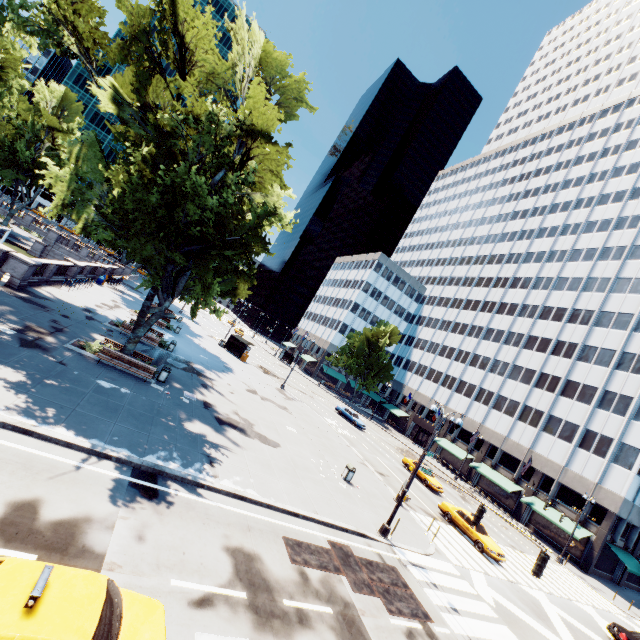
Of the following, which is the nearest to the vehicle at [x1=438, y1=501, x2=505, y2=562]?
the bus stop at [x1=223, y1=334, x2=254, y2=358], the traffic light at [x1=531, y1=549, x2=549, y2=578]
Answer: the traffic light at [x1=531, y1=549, x2=549, y2=578]

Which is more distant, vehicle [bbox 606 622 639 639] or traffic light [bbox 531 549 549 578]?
vehicle [bbox 606 622 639 639]

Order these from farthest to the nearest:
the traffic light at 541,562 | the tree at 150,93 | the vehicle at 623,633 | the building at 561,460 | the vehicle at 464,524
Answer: the building at 561,460
the vehicle at 464,524
the vehicle at 623,633
the tree at 150,93
the traffic light at 541,562

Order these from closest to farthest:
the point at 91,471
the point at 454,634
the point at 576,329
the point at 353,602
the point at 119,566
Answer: the point at 119,566 → the point at 91,471 → the point at 353,602 → the point at 454,634 → the point at 576,329

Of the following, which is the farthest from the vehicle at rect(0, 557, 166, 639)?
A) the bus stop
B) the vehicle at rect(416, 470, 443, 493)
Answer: the bus stop

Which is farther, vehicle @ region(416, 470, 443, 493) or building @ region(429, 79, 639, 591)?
building @ region(429, 79, 639, 591)

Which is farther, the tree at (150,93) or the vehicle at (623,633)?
the vehicle at (623,633)

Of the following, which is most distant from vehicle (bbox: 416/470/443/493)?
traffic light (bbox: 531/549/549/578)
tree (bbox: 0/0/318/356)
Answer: tree (bbox: 0/0/318/356)
